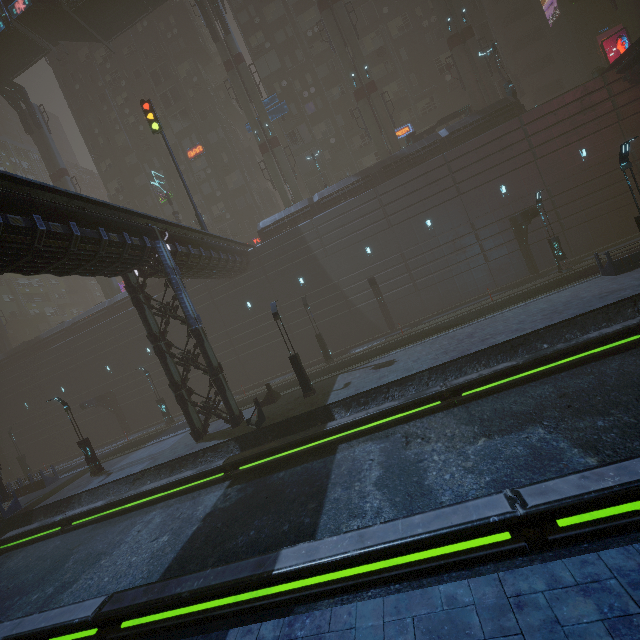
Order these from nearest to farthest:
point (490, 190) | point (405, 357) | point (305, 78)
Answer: point (405, 357) → point (490, 190) → point (305, 78)

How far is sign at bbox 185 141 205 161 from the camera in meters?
39.8

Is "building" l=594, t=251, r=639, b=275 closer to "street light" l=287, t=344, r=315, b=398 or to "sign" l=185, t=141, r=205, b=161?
"sign" l=185, t=141, r=205, b=161

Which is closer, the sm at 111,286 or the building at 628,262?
the building at 628,262

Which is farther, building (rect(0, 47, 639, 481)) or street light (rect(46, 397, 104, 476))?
street light (rect(46, 397, 104, 476))

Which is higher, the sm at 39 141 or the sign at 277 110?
the sm at 39 141

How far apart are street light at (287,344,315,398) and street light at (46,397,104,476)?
14.88m

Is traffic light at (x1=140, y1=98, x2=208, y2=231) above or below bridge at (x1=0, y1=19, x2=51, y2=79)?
below
